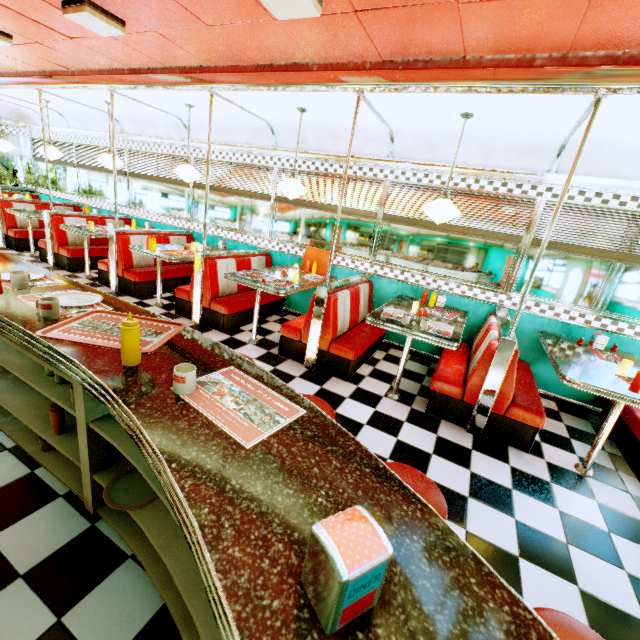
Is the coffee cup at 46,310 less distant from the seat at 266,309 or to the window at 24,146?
the seat at 266,309

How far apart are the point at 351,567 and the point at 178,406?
0.87m

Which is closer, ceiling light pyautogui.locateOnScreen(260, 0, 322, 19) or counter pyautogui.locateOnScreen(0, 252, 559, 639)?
counter pyautogui.locateOnScreen(0, 252, 559, 639)

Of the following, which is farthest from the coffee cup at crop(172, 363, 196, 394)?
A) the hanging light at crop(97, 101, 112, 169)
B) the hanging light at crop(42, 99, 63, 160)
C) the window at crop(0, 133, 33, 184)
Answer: the window at crop(0, 133, 33, 184)

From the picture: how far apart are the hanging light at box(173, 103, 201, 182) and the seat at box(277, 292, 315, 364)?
2.8 meters

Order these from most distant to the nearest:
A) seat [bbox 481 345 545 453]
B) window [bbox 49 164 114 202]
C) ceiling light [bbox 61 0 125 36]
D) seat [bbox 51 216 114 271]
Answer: window [bbox 49 164 114 202], seat [bbox 51 216 114 271], seat [bbox 481 345 545 453], ceiling light [bbox 61 0 125 36]

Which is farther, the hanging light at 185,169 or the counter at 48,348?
the hanging light at 185,169

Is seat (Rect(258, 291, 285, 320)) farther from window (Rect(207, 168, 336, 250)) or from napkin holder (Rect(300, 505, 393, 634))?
napkin holder (Rect(300, 505, 393, 634))
